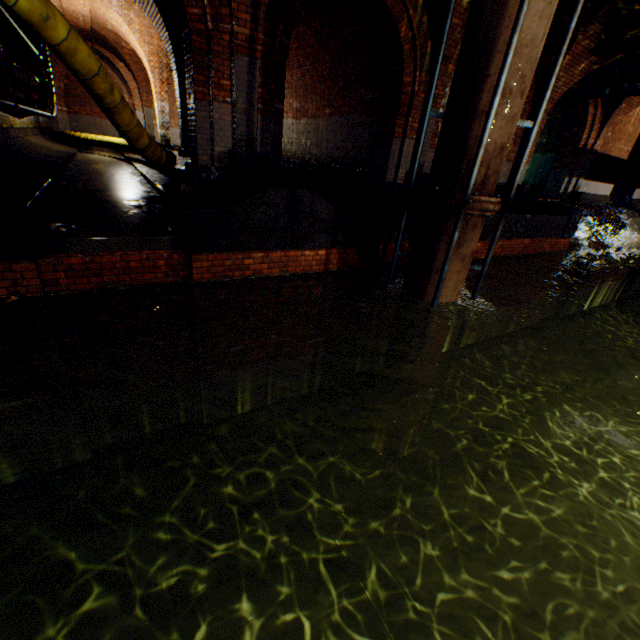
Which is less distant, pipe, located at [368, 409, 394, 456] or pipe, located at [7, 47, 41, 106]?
pipe, located at [7, 47, 41, 106]

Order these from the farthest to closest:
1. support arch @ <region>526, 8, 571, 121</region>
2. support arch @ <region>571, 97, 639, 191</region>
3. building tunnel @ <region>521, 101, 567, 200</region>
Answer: building tunnel @ <region>521, 101, 567, 200</region> < support arch @ <region>571, 97, 639, 191</region> < support arch @ <region>526, 8, 571, 121</region>

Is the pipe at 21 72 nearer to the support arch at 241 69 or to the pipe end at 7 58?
the pipe end at 7 58

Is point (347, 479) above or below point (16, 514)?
below

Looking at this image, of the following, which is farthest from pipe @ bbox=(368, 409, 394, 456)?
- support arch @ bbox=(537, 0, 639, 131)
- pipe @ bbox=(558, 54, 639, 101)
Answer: pipe @ bbox=(558, 54, 639, 101)

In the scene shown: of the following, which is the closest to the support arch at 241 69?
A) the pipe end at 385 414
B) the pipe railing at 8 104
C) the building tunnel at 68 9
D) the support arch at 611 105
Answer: the building tunnel at 68 9

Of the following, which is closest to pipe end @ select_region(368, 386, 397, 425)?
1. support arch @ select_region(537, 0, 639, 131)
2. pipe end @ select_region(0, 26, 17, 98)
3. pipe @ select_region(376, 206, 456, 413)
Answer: pipe @ select_region(376, 206, 456, 413)

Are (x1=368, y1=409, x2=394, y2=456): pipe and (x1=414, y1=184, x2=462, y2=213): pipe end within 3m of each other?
no
